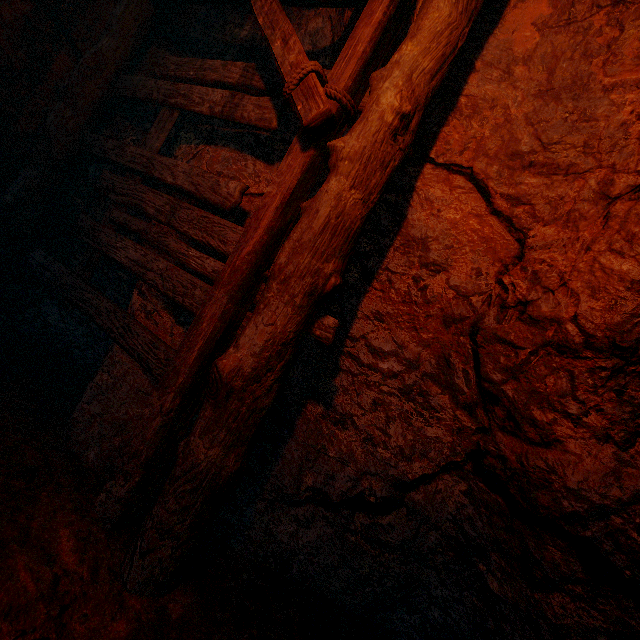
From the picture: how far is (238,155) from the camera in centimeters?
287cm
